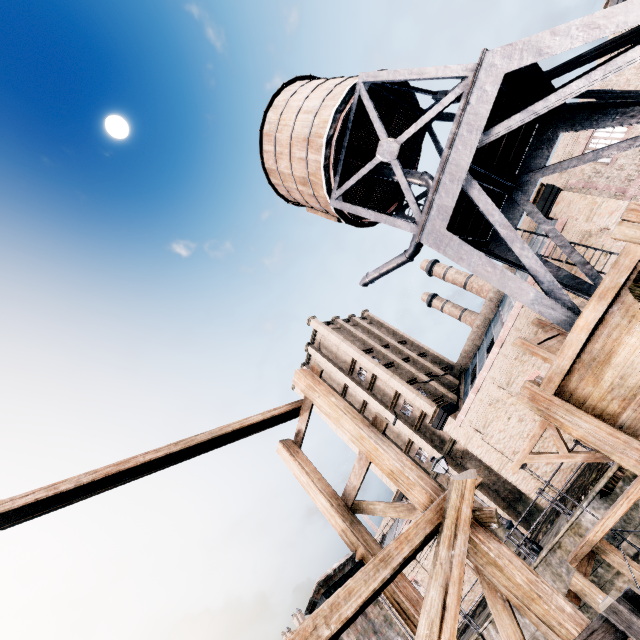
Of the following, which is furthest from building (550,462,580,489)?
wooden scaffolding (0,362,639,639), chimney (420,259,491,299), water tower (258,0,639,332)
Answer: wooden scaffolding (0,362,639,639)

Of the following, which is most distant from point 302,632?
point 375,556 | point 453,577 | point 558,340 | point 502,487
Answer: point 502,487

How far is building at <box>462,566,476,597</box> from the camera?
28.11m

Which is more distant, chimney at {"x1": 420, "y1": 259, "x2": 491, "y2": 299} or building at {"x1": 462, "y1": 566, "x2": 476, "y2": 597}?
chimney at {"x1": 420, "y1": 259, "x2": 491, "y2": 299}

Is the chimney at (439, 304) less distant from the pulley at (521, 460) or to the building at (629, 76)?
the building at (629, 76)

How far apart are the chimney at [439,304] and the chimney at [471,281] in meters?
2.6 m

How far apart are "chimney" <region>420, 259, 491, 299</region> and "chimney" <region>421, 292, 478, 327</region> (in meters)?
2.62
